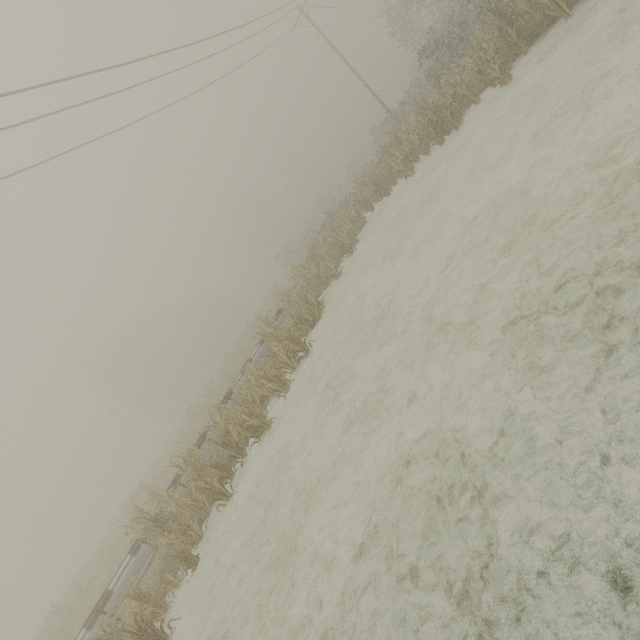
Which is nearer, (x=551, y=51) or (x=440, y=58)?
(x=551, y=51)
